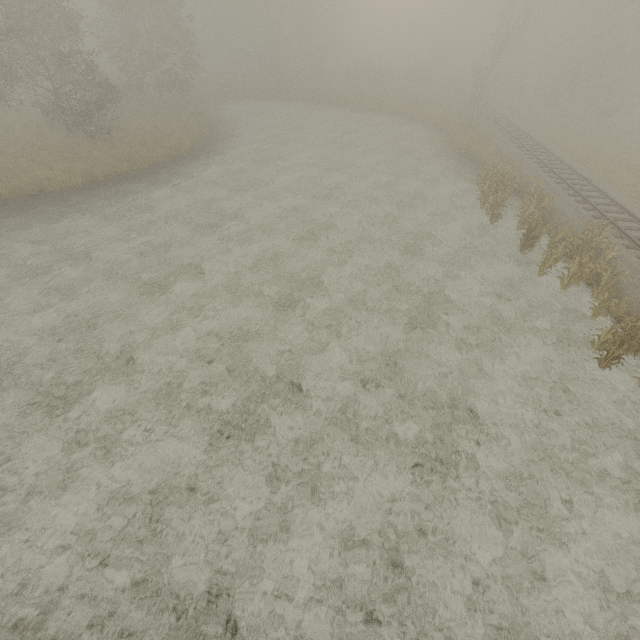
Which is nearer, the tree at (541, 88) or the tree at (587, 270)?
the tree at (587, 270)

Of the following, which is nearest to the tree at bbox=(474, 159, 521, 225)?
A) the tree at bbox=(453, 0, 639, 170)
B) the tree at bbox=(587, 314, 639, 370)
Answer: the tree at bbox=(587, 314, 639, 370)

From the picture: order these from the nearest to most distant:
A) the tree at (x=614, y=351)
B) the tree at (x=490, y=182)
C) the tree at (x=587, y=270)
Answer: the tree at (x=614, y=351)
the tree at (x=587, y=270)
the tree at (x=490, y=182)

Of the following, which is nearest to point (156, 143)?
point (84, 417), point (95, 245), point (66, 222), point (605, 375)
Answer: point (66, 222)

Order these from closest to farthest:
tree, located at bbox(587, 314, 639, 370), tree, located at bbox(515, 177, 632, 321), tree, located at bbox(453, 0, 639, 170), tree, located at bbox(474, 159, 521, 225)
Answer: tree, located at bbox(587, 314, 639, 370)
tree, located at bbox(515, 177, 632, 321)
tree, located at bbox(474, 159, 521, 225)
tree, located at bbox(453, 0, 639, 170)
